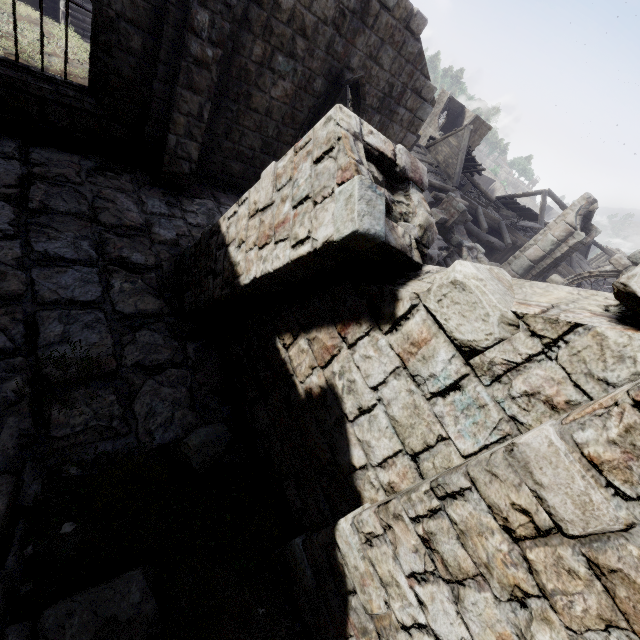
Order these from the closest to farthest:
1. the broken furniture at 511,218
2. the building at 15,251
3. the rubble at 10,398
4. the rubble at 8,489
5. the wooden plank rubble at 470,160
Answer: the building at 15,251
the rubble at 8,489
the rubble at 10,398
the broken furniture at 511,218
the wooden plank rubble at 470,160

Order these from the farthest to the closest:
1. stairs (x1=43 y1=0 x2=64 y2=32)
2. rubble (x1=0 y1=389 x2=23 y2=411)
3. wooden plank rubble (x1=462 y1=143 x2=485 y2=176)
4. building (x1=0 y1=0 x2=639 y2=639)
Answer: wooden plank rubble (x1=462 y1=143 x2=485 y2=176), stairs (x1=43 y1=0 x2=64 y2=32), rubble (x1=0 y1=389 x2=23 y2=411), building (x1=0 y1=0 x2=639 y2=639)

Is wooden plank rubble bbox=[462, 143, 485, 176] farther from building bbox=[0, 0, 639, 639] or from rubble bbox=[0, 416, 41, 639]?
rubble bbox=[0, 416, 41, 639]

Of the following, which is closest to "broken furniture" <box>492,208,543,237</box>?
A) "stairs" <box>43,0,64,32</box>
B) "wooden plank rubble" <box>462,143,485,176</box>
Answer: "wooden plank rubble" <box>462,143,485,176</box>

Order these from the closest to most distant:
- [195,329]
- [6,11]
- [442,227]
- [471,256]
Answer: [195,329] → [471,256] → [6,11] → [442,227]

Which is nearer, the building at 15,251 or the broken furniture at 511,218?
the building at 15,251

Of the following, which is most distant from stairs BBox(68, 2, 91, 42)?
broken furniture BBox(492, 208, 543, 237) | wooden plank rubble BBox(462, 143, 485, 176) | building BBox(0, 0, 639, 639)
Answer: broken furniture BBox(492, 208, 543, 237)

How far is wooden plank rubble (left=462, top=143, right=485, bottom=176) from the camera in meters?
25.5 m
